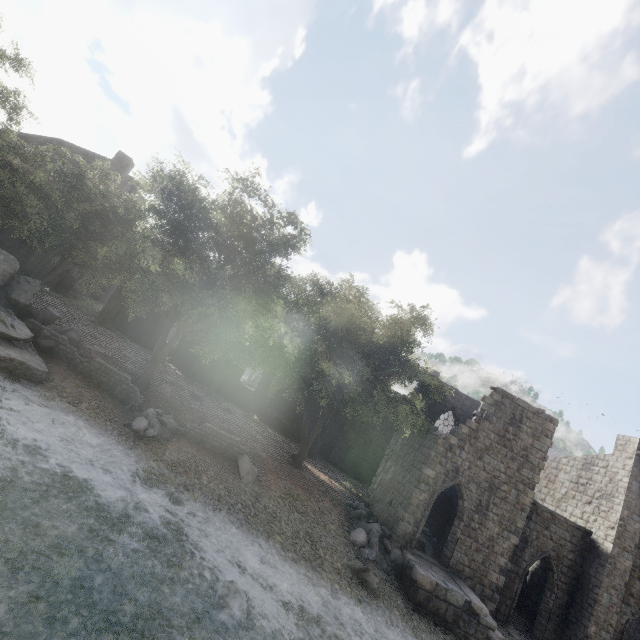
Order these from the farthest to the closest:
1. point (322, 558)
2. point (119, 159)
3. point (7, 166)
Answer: point (119, 159), point (7, 166), point (322, 558)

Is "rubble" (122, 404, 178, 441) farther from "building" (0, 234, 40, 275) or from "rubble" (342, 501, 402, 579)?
"building" (0, 234, 40, 275)

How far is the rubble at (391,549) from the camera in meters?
14.7

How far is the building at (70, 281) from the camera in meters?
29.5

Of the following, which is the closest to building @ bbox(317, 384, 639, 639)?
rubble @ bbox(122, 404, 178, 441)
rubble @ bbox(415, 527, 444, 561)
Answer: rubble @ bbox(415, 527, 444, 561)

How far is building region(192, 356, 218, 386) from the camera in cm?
2894

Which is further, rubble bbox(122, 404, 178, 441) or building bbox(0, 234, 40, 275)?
building bbox(0, 234, 40, 275)

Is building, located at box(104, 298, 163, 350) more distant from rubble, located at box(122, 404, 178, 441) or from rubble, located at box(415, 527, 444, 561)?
rubble, located at box(122, 404, 178, 441)
